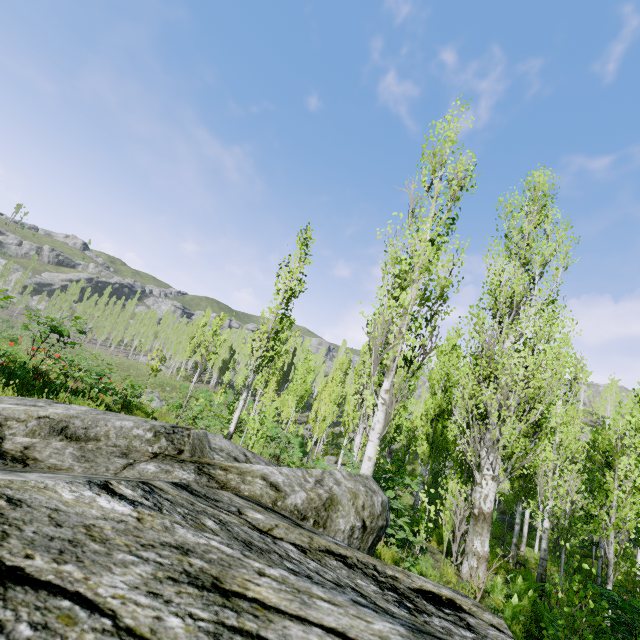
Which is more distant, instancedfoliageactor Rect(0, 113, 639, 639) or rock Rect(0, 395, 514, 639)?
instancedfoliageactor Rect(0, 113, 639, 639)

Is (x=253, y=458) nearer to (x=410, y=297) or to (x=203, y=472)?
(x=203, y=472)

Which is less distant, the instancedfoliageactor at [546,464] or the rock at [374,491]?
the rock at [374,491]
